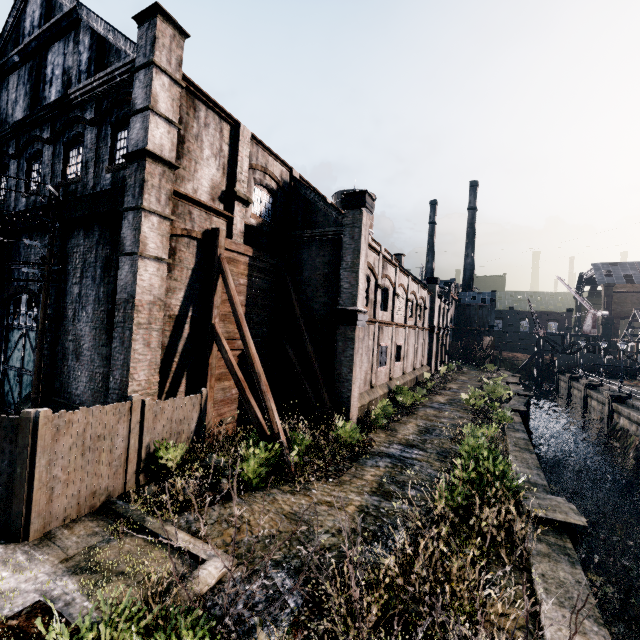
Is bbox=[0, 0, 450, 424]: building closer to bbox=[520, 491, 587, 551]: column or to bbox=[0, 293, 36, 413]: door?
bbox=[0, 293, 36, 413]: door

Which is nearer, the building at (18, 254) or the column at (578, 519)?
the column at (578, 519)

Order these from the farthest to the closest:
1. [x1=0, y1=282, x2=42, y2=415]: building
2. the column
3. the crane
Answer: the crane
[x1=0, y1=282, x2=42, y2=415]: building
the column

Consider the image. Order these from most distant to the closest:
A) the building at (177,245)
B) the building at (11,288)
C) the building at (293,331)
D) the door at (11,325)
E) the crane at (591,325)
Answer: the crane at (591,325)
the building at (293,331)
the door at (11,325)
the building at (11,288)
the building at (177,245)

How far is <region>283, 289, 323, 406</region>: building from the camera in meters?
18.1

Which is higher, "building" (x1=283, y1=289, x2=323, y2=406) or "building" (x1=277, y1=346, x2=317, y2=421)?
"building" (x1=283, y1=289, x2=323, y2=406)

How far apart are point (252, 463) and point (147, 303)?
6.6 meters

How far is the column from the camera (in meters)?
9.13
